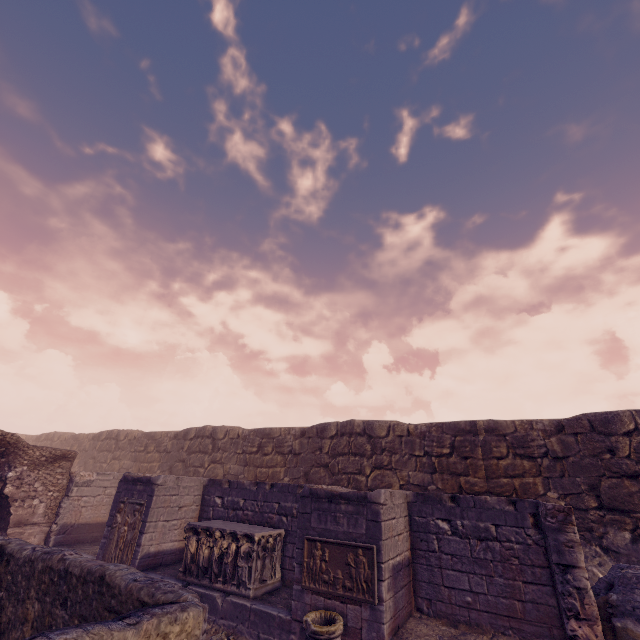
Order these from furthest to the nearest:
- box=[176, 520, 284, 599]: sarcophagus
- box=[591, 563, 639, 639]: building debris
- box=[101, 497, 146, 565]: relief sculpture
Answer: box=[101, 497, 146, 565]: relief sculpture
box=[176, 520, 284, 599]: sarcophagus
box=[591, 563, 639, 639]: building debris

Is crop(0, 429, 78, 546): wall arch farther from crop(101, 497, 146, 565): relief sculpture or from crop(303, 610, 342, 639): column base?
crop(303, 610, 342, 639): column base

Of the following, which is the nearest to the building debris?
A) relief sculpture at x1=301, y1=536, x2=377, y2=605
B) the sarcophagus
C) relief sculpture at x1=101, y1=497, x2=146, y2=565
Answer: relief sculpture at x1=301, y1=536, x2=377, y2=605

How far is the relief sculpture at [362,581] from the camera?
5.88m

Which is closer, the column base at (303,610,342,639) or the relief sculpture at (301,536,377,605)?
the column base at (303,610,342,639)

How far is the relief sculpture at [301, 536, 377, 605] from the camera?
5.9m

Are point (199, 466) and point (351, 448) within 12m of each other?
yes

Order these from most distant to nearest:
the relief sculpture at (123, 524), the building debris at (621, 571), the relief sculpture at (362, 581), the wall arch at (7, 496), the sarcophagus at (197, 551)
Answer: the wall arch at (7, 496) → the relief sculpture at (123, 524) → the sarcophagus at (197, 551) → the relief sculpture at (362, 581) → the building debris at (621, 571)
